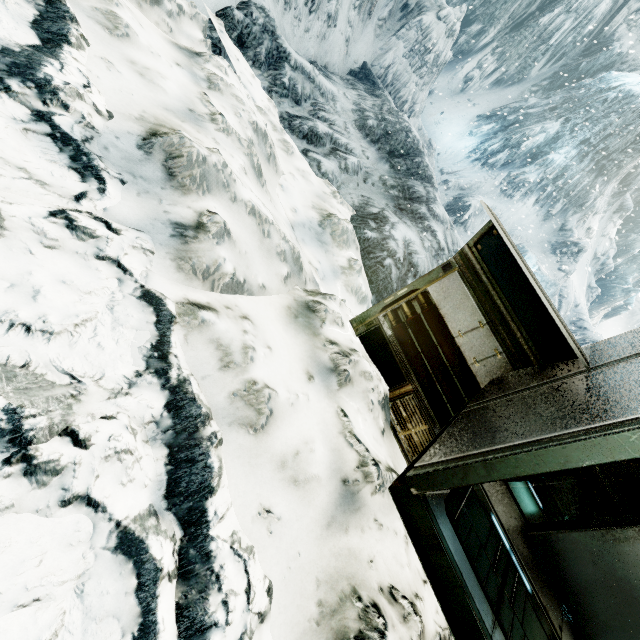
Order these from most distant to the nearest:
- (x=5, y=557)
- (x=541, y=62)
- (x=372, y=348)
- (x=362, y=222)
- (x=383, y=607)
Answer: (x=541, y=62), (x=362, y=222), (x=372, y=348), (x=383, y=607), (x=5, y=557)
